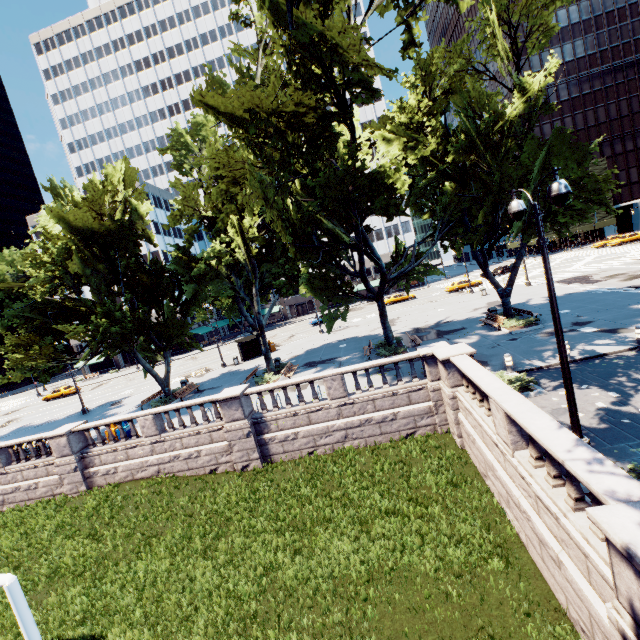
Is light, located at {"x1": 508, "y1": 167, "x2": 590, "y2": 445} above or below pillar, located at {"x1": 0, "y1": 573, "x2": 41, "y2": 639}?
above

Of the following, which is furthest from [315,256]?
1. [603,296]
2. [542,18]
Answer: [603,296]

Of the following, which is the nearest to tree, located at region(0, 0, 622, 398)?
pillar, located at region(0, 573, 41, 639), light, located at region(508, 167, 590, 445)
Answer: light, located at region(508, 167, 590, 445)

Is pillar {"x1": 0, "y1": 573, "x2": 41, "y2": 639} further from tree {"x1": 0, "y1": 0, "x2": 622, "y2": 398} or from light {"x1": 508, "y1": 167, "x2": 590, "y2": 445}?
light {"x1": 508, "y1": 167, "x2": 590, "y2": 445}

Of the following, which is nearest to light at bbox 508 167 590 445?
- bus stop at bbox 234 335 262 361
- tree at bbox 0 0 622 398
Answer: tree at bbox 0 0 622 398

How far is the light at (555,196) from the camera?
7.0m

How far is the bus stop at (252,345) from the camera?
35.5m

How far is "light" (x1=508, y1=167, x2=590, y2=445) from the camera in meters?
7.0
